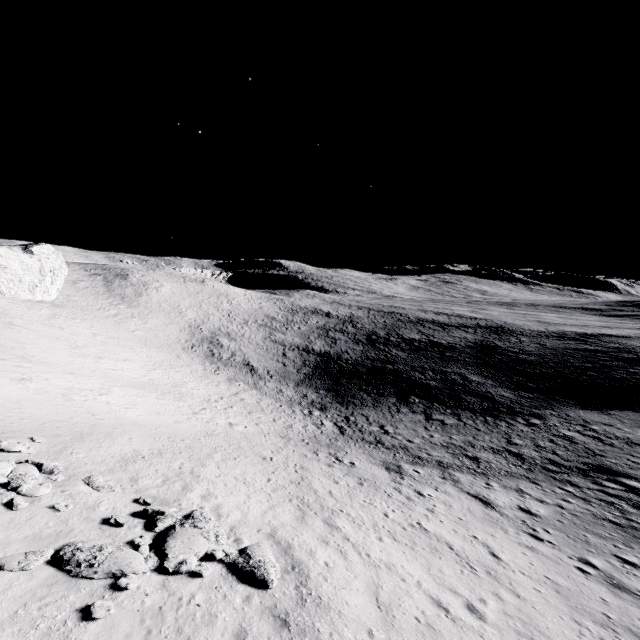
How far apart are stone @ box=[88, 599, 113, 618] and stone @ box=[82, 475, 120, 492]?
5.7m

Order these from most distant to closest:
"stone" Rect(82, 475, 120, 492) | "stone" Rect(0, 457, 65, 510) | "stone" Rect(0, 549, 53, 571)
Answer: "stone" Rect(82, 475, 120, 492), "stone" Rect(0, 457, 65, 510), "stone" Rect(0, 549, 53, 571)

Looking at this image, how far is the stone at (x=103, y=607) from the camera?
6.9m

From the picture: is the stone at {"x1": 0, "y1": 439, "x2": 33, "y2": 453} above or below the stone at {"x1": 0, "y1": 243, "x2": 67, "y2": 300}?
below

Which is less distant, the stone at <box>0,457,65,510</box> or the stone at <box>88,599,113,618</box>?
the stone at <box>88,599,113,618</box>

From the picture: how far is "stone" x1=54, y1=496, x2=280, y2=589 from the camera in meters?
8.2 m

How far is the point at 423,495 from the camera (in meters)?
18.45

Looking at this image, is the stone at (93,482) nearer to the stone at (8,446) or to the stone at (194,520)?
the stone at (8,446)
